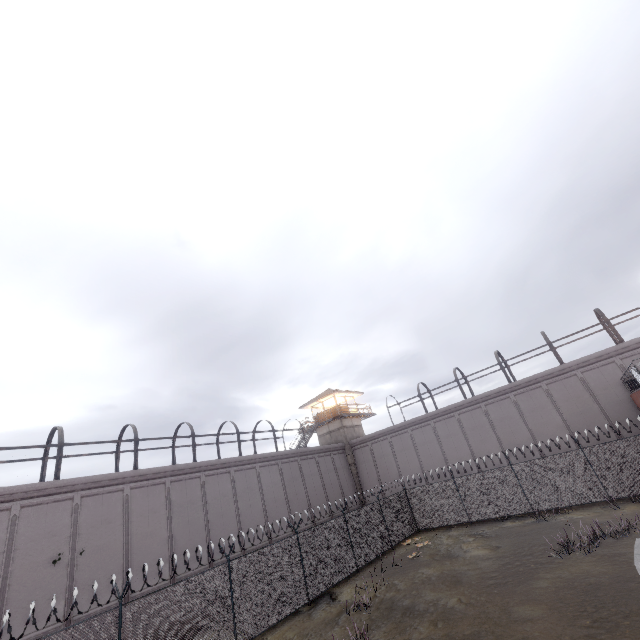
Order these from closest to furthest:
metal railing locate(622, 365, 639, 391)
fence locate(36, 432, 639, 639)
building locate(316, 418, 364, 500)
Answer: fence locate(36, 432, 639, 639), metal railing locate(622, 365, 639, 391), building locate(316, 418, 364, 500)

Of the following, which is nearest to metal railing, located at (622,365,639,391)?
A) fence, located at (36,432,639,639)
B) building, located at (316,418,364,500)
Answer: fence, located at (36,432,639,639)

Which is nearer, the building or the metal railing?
the metal railing

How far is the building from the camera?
34.7m

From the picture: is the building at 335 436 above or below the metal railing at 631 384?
above

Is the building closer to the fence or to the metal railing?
the fence

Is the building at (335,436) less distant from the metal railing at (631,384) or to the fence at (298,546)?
the fence at (298,546)

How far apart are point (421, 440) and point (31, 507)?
28.8m
